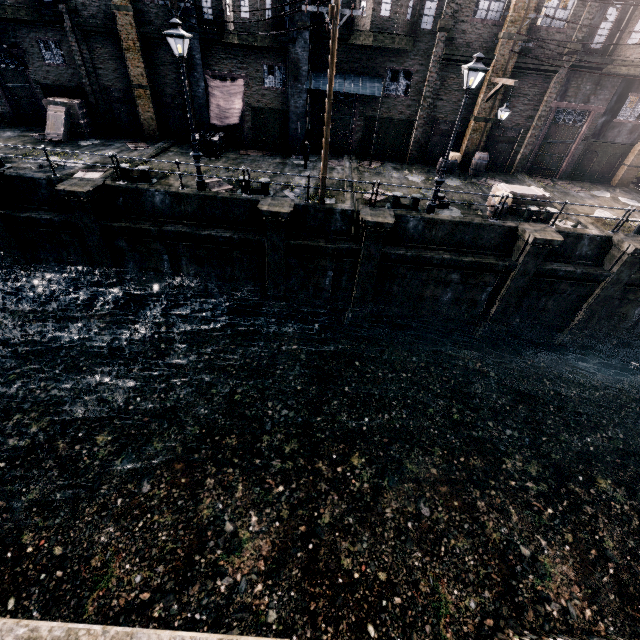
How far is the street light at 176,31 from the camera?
11.27m

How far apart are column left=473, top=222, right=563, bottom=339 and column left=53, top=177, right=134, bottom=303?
19.32m

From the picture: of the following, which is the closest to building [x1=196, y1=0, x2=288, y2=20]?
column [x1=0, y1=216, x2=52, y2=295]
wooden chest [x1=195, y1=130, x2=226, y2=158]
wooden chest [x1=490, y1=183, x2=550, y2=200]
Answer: wooden chest [x1=195, y1=130, x2=226, y2=158]

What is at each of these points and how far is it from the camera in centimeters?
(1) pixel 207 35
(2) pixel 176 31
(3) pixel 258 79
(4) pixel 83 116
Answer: (1) cornice, 1762cm
(2) street light, 1134cm
(3) building, 1903cm
(4) wooden chest, 1984cm

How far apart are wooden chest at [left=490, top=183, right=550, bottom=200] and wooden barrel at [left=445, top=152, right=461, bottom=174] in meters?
4.9

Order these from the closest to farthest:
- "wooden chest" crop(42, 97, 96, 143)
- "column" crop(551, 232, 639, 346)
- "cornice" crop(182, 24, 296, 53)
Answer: "column" crop(551, 232, 639, 346)
"cornice" crop(182, 24, 296, 53)
"wooden chest" crop(42, 97, 96, 143)

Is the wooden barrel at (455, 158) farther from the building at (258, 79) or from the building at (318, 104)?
the building at (258, 79)

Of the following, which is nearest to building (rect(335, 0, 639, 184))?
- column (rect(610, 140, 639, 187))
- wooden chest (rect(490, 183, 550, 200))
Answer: column (rect(610, 140, 639, 187))
